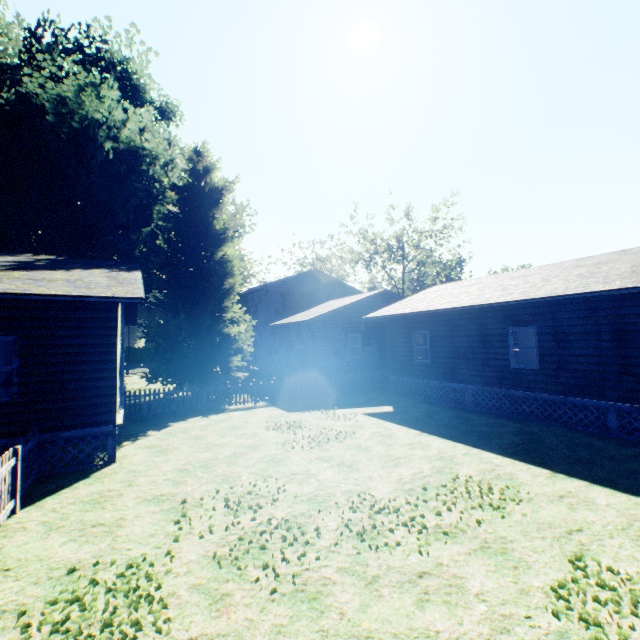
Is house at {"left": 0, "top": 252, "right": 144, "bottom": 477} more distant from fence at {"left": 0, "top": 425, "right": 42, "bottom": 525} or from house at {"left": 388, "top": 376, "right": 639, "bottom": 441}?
house at {"left": 388, "top": 376, "right": 639, "bottom": 441}

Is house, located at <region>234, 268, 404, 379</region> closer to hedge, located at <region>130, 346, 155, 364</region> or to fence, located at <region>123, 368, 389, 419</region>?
fence, located at <region>123, 368, 389, 419</region>

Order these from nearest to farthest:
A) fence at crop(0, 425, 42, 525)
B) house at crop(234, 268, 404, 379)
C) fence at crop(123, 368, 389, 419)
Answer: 1. fence at crop(0, 425, 42, 525)
2. fence at crop(123, 368, 389, 419)
3. house at crop(234, 268, 404, 379)

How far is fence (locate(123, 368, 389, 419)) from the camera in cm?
1415

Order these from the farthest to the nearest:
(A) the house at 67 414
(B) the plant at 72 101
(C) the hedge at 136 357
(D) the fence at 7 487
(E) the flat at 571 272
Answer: (C) the hedge at 136 357 < (B) the plant at 72 101 < (E) the flat at 571 272 < (A) the house at 67 414 < (D) the fence at 7 487

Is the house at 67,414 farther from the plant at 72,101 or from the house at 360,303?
the house at 360,303

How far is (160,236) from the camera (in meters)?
19.17

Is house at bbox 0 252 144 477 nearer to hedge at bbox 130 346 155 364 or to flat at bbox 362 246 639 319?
flat at bbox 362 246 639 319
